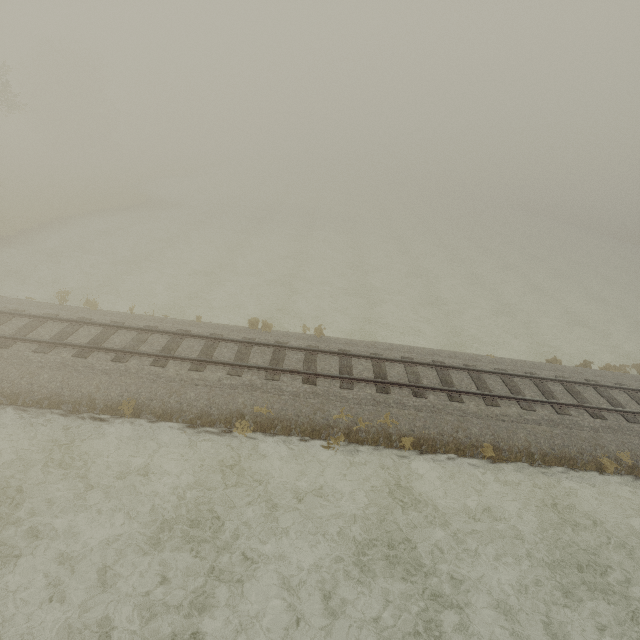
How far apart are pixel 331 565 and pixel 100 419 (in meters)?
8.45
